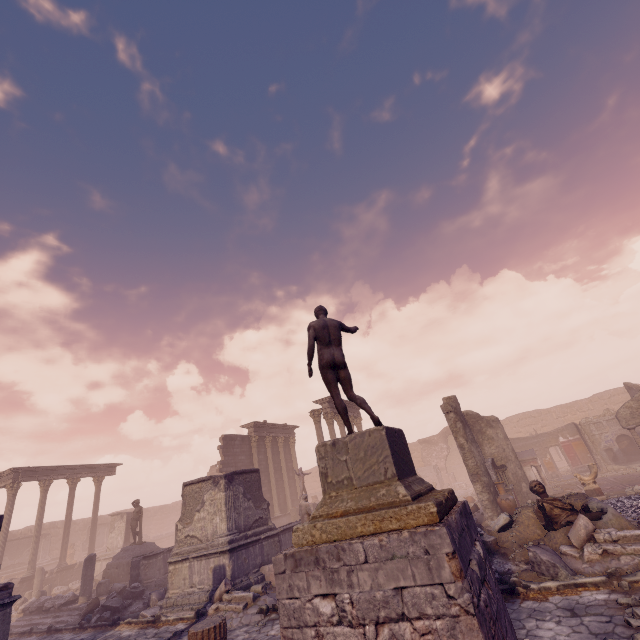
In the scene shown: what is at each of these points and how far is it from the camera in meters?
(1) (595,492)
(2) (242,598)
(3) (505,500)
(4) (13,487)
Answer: (1) sculpture, 12.6 m
(2) debris pile, 9.3 m
(3) vase, 12.9 m
(4) column, 21.2 m

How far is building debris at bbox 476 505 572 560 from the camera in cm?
738

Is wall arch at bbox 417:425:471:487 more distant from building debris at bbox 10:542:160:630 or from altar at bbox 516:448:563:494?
building debris at bbox 10:542:160:630

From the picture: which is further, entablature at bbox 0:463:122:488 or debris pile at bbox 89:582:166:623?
entablature at bbox 0:463:122:488

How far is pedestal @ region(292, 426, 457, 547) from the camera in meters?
4.0

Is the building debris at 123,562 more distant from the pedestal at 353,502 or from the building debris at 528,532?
the pedestal at 353,502

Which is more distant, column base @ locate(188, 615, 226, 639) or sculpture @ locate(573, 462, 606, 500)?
sculpture @ locate(573, 462, 606, 500)

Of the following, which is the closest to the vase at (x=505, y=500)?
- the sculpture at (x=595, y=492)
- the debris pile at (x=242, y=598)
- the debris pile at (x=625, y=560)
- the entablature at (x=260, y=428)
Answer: the sculpture at (x=595, y=492)
